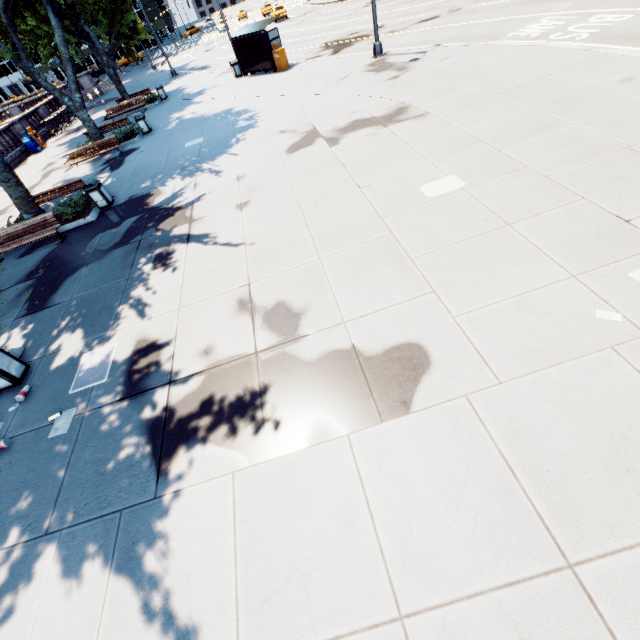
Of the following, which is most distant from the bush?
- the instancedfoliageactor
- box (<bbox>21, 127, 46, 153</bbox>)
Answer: box (<bbox>21, 127, 46, 153</bbox>)

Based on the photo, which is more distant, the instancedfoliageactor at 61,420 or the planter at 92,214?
the planter at 92,214

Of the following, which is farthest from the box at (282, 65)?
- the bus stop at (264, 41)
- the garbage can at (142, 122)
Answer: the garbage can at (142, 122)

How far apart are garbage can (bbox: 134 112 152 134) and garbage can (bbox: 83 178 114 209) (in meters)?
9.10

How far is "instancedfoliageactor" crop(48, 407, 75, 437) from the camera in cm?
567

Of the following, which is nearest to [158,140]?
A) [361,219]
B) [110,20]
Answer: [110,20]

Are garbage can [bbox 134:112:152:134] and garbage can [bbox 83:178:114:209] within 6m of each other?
no

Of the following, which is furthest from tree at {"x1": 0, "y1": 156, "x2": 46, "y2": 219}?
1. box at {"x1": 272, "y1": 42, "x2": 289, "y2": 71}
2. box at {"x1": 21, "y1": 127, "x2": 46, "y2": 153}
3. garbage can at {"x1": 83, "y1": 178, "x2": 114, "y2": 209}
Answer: box at {"x1": 272, "y1": 42, "x2": 289, "y2": 71}
